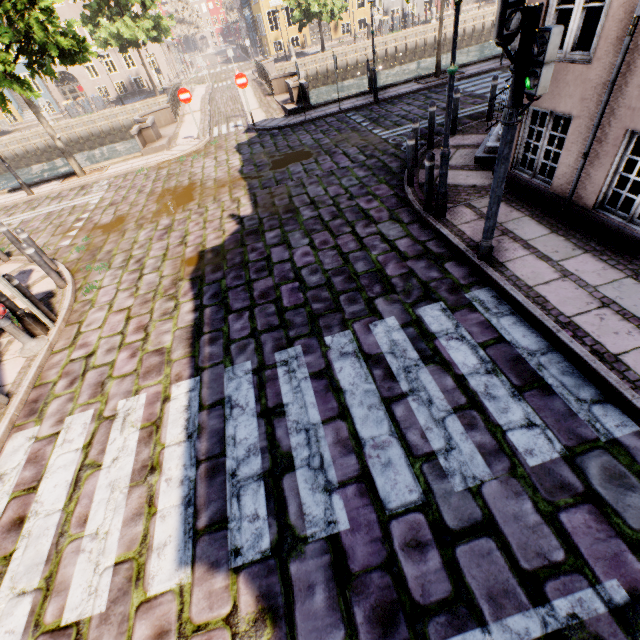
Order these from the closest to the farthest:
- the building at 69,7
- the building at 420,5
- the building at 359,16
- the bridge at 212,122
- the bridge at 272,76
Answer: the bridge at 272,76
the bridge at 212,122
the building at 69,7
the building at 359,16
the building at 420,5

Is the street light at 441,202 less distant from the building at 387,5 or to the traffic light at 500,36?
the traffic light at 500,36

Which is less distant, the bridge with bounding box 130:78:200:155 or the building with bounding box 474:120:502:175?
the building with bounding box 474:120:502:175

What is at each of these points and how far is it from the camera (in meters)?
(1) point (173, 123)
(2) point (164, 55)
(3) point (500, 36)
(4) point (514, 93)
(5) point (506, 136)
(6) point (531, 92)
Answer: (1) bridge, 18.48
(2) building, 37.25
(3) traffic light, 3.20
(4) traffic light pole, 3.60
(5) traffic light pole, 3.90
(6) pedestrian light, 3.39

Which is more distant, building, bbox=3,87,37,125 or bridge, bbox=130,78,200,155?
building, bbox=3,87,37,125

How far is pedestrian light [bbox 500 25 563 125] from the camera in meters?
3.1

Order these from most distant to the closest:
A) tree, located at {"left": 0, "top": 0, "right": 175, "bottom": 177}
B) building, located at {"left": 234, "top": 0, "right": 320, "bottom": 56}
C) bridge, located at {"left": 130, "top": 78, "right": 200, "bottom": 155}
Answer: building, located at {"left": 234, "top": 0, "right": 320, "bottom": 56}
bridge, located at {"left": 130, "top": 78, "right": 200, "bottom": 155}
tree, located at {"left": 0, "top": 0, "right": 175, "bottom": 177}
